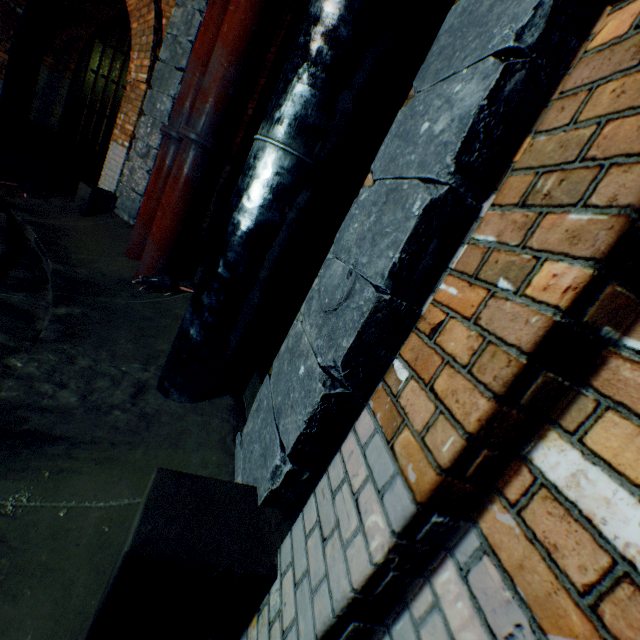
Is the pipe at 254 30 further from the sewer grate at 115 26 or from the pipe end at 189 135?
the sewer grate at 115 26

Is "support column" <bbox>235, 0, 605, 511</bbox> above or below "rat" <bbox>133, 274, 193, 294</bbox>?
above

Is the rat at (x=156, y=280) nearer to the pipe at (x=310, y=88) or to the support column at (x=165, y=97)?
the pipe at (x=310, y=88)

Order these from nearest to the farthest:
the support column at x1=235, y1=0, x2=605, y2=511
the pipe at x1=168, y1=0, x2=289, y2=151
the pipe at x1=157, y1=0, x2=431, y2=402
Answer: the support column at x1=235, y1=0, x2=605, y2=511, the pipe at x1=157, y1=0, x2=431, y2=402, the pipe at x1=168, y1=0, x2=289, y2=151

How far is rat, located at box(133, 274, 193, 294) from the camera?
3.6 meters

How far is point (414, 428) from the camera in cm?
77

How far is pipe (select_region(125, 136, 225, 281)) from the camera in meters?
3.5

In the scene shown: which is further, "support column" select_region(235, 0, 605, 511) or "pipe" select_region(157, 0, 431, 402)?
"pipe" select_region(157, 0, 431, 402)
